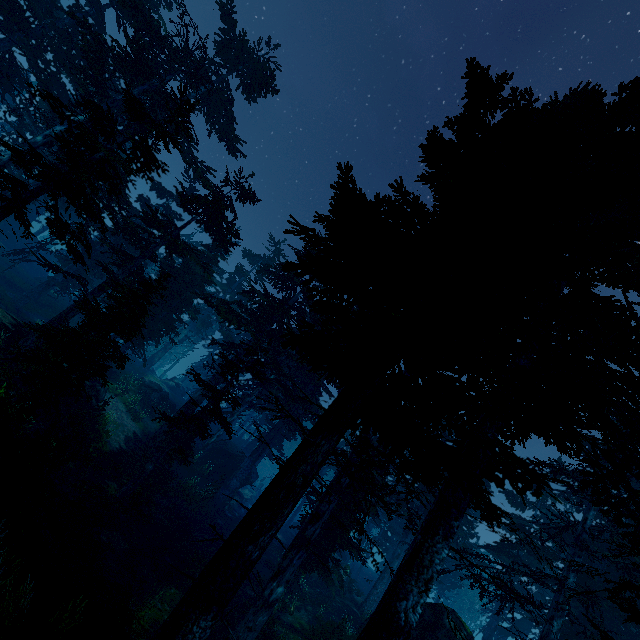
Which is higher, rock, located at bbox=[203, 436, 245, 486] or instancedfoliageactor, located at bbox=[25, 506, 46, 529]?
rock, located at bbox=[203, 436, 245, 486]

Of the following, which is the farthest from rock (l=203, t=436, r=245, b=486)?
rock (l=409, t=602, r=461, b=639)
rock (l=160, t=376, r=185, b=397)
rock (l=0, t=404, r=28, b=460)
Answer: Result: rock (l=0, t=404, r=28, b=460)

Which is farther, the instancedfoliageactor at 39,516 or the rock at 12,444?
the rock at 12,444

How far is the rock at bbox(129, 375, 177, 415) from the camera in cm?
2972

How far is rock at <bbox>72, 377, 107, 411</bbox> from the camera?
19.0 meters

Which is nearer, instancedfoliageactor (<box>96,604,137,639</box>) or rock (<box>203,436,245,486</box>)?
instancedfoliageactor (<box>96,604,137,639</box>)

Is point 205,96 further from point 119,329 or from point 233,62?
point 119,329

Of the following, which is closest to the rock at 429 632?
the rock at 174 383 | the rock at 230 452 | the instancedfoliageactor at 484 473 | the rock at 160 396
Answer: the instancedfoliageactor at 484 473
